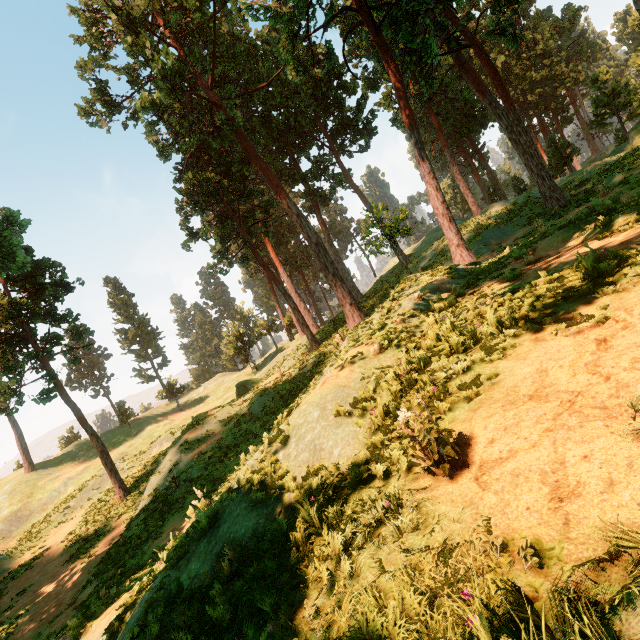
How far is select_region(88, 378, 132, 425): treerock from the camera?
44.7 meters

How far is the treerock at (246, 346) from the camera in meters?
43.5 m

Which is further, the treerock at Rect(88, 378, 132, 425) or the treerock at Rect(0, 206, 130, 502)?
the treerock at Rect(88, 378, 132, 425)

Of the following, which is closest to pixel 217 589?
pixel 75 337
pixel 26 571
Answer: pixel 26 571

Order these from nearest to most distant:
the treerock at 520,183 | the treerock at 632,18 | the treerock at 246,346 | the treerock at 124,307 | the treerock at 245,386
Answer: the treerock at 632,18, the treerock at 245,386, the treerock at 520,183, the treerock at 246,346, the treerock at 124,307
